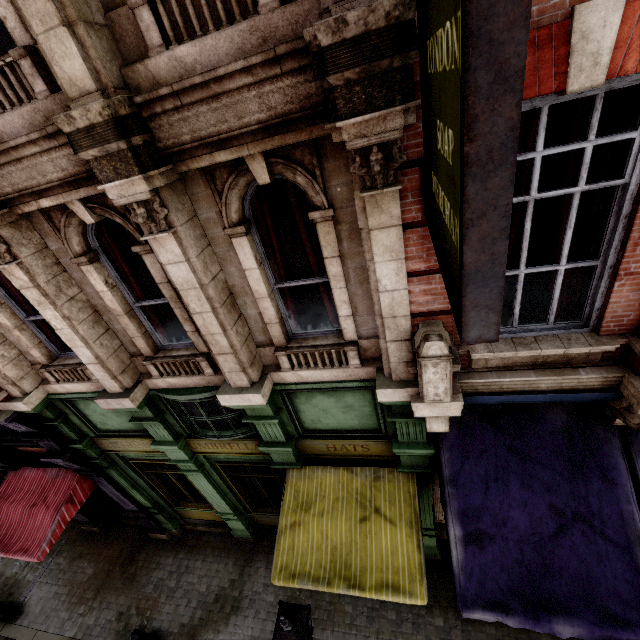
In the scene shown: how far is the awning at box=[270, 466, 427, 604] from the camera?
5.0m

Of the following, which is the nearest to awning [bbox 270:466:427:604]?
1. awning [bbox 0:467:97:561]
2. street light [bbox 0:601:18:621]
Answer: awning [bbox 0:467:97:561]

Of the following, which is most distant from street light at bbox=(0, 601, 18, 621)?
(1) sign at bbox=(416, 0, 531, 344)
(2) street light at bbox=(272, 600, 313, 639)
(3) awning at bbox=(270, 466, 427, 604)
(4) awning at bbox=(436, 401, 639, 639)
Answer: (1) sign at bbox=(416, 0, 531, 344)

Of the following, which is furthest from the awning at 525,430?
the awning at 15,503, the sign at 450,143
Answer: the awning at 15,503

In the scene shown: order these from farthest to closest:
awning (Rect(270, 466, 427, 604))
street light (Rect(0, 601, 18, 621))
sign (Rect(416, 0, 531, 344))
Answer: street light (Rect(0, 601, 18, 621)) < awning (Rect(270, 466, 427, 604)) < sign (Rect(416, 0, 531, 344))

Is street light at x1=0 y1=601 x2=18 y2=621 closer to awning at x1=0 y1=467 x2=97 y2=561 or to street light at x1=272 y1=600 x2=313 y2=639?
awning at x1=0 y1=467 x2=97 y2=561

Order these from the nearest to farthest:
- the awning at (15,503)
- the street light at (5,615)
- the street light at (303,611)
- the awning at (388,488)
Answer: the street light at (303,611)
the awning at (388,488)
the awning at (15,503)
the street light at (5,615)

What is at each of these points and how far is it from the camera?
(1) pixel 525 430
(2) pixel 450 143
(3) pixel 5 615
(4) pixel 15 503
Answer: (1) awning, 4.90m
(2) sign, 1.44m
(3) street light, 8.97m
(4) awning, 7.98m
